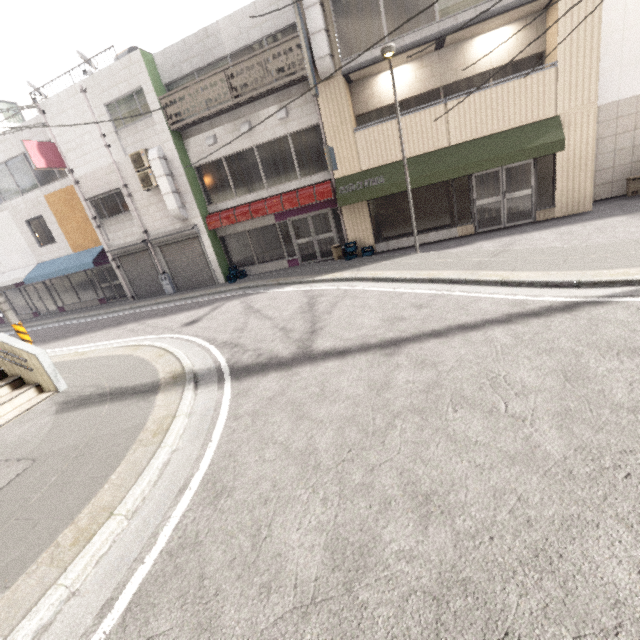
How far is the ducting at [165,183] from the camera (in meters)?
12.73

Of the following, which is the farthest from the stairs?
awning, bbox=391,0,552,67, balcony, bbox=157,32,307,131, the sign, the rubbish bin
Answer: the rubbish bin

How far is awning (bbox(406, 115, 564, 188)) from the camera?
Answer: 9.60m

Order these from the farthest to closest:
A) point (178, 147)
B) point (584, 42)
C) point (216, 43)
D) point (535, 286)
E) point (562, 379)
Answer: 1. point (178, 147)
2. point (216, 43)
3. point (584, 42)
4. point (535, 286)
5. point (562, 379)

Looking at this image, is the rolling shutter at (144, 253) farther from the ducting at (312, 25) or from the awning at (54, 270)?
the ducting at (312, 25)

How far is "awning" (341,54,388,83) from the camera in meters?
10.0

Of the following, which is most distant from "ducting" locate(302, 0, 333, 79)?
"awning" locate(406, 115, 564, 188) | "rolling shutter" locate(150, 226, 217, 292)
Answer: "rolling shutter" locate(150, 226, 217, 292)

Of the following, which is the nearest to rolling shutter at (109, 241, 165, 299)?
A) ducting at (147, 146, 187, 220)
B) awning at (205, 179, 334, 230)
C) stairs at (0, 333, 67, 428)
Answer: ducting at (147, 146, 187, 220)
